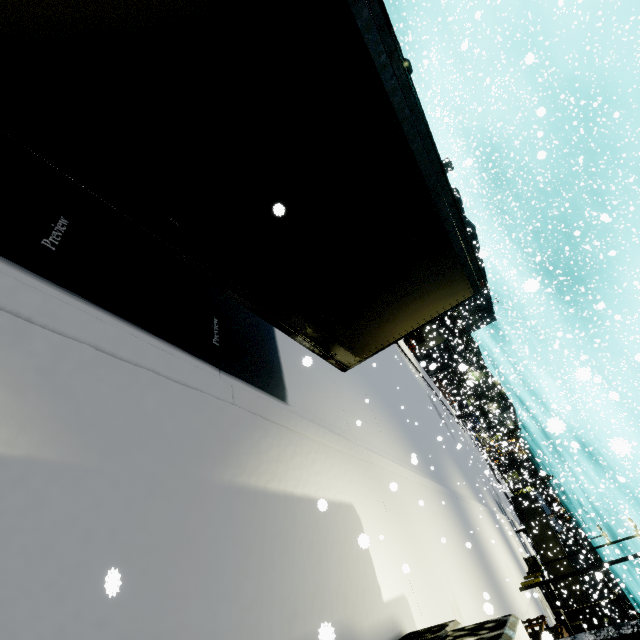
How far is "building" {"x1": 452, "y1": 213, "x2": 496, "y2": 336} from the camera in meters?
39.8

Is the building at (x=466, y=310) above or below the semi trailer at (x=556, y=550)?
above

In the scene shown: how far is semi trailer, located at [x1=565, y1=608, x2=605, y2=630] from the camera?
31.50m

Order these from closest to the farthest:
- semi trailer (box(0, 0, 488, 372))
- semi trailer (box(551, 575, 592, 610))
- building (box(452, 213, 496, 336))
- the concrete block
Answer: semi trailer (box(0, 0, 488, 372)) < the concrete block < semi trailer (box(551, 575, 592, 610)) < building (box(452, 213, 496, 336))

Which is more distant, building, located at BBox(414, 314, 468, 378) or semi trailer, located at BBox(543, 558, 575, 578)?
semi trailer, located at BBox(543, 558, 575, 578)

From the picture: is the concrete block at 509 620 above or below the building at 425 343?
below

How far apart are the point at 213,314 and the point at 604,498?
38.66m

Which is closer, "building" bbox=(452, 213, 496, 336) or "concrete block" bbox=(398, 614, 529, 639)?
"concrete block" bbox=(398, 614, 529, 639)
